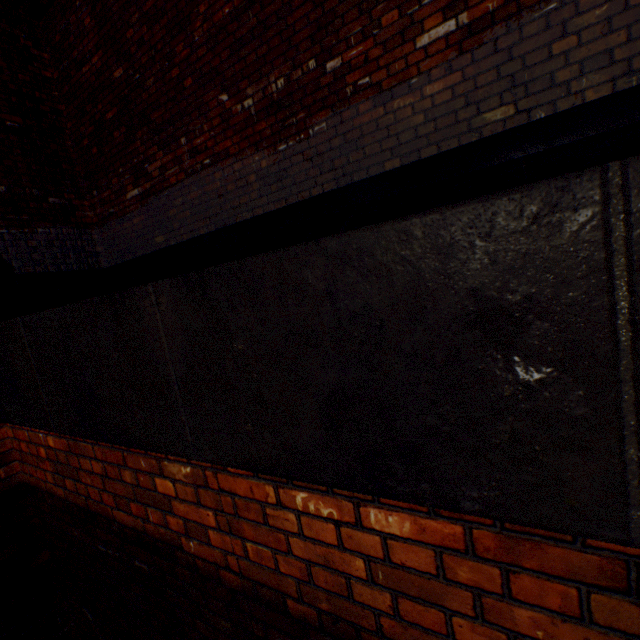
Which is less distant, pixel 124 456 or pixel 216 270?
pixel 216 270
